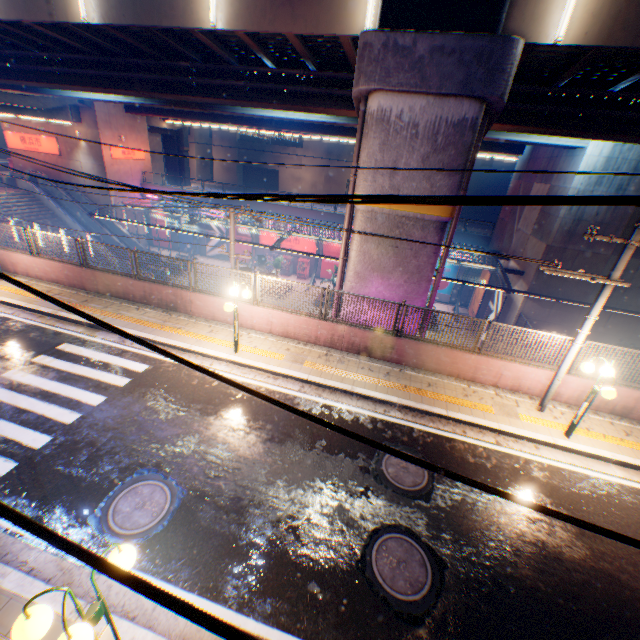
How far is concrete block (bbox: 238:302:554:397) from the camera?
10.0 meters

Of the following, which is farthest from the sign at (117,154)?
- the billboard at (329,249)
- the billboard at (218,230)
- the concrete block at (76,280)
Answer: the billboard at (329,249)

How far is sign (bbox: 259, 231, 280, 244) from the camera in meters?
34.4 m

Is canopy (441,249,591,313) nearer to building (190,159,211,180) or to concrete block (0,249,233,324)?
concrete block (0,249,233,324)

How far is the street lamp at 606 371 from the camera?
7.5 meters

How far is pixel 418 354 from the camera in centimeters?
1062cm

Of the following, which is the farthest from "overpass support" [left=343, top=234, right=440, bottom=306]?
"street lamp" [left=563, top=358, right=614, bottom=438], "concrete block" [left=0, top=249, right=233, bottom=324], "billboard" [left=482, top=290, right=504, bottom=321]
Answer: "billboard" [left=482, top=290, right=504, bottom=321]

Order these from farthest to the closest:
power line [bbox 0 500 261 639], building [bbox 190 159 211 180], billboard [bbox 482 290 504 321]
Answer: building [bbox 190 159 211 180]
billboard [bbox 482 290 504 321]
power line [bbox 0 500 261 639]
